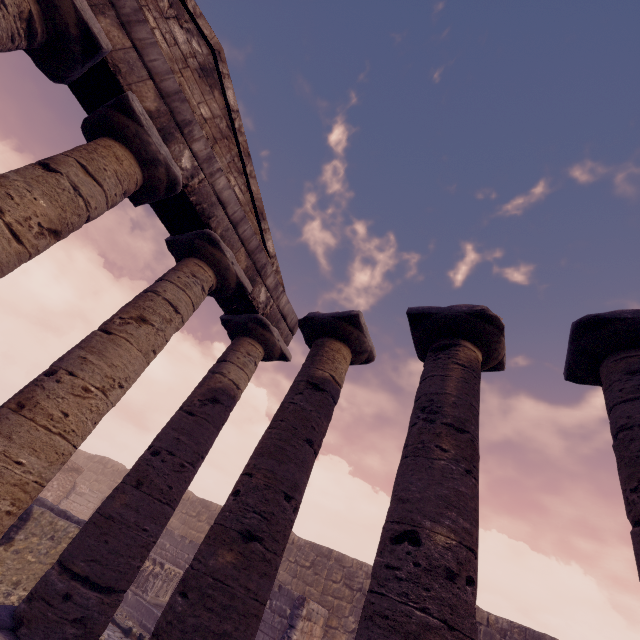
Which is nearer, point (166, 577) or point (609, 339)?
point (609, 339)

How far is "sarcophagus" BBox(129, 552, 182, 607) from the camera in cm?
1247

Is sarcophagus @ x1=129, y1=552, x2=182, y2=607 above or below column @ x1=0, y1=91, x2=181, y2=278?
below

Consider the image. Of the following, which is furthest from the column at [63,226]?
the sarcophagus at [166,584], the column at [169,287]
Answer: the sarcophagus at [166,584]

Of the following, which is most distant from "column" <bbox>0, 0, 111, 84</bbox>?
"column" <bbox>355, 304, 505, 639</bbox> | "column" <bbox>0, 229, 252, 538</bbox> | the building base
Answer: "column" <bbox>355, 304, 505, 639</bbox>

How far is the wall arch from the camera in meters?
16.7 m

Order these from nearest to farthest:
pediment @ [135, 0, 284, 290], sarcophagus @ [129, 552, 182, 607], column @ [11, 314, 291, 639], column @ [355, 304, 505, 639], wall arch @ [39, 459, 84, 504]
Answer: column @ [355, 304, 505, 639]
column @ [11, 314, 291, 639]
pediment @ [135, 0, 284, 290]
sarcophagus @ [129, 552, 182, 607]
wall arch @ [39, 459, 84, 504]

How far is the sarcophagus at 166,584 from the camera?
12.47m
